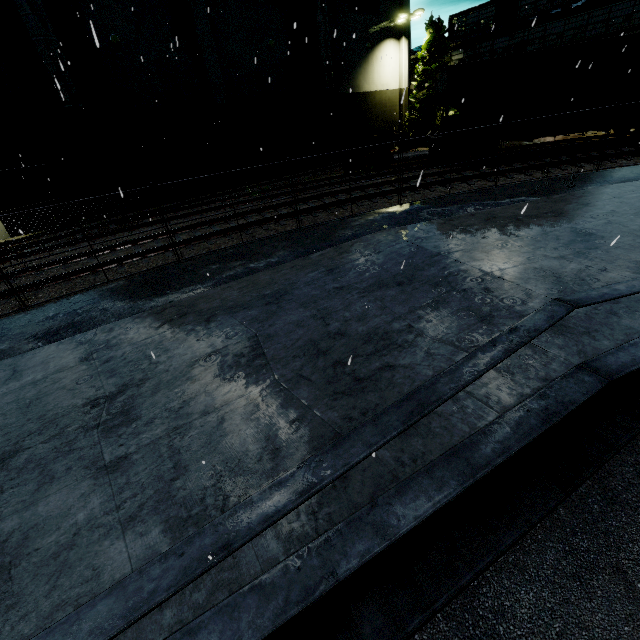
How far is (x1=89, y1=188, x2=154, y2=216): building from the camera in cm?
1869

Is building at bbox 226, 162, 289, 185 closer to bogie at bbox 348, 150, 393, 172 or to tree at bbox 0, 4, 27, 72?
tree at bbox 0, 4, 27, 72

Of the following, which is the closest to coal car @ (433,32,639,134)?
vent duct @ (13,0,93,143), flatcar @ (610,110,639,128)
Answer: flatcar @ (610,110,639,128)

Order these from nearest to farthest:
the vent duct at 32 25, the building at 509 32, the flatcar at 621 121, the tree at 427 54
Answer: the vent duct at 32 25 → the flatcar at 621 121 → the building at 509 32 → the tree at 427 54

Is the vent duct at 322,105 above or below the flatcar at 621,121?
above

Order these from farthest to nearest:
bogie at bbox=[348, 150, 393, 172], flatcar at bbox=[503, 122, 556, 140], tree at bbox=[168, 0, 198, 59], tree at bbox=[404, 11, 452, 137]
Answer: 1. tree at bbox=[404, 11, 452, 137]
2. bogie at bbox=[348, 150, 393, 172]
3. tree at bbox=[168, 0, 198, 59]
4. flatcar at bbox=[503, 122, 556, 140]

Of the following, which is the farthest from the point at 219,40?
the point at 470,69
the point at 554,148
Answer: the point at 554,148

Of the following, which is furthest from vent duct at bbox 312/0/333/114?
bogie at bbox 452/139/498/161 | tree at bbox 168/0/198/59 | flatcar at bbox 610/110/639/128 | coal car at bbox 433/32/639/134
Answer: bogie at bbox 452/139/498/161
